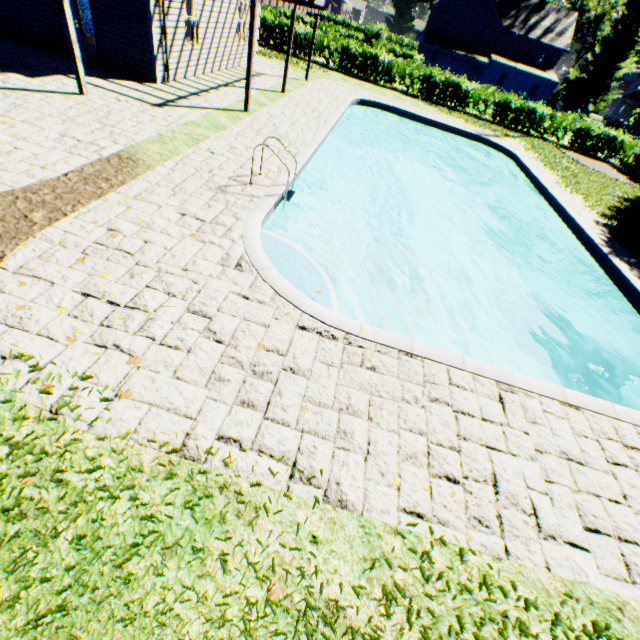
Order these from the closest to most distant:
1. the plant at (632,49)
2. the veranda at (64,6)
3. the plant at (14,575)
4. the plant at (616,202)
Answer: the plant at (14,575) → the veranda at (64,6) → the plant at (616,202) → the plant at (632,49)

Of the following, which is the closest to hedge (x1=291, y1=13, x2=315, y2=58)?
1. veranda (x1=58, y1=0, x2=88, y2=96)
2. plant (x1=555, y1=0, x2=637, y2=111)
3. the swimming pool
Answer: plant (x1=555, y1=0, x2=637, y2=111)

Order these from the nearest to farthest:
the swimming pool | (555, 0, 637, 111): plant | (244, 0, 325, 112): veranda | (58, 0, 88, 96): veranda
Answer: the swimming pool → (58, 0, 88, 96): veranda → (244, 0, 325, 112): veranda → (555, 0, 637, 111): plant

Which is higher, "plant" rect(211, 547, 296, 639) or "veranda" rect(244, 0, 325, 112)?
"veranda" rect(244, 0, 325, 112)

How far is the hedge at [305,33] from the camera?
23.6m

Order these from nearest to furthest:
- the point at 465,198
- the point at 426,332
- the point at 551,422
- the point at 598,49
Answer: the point at 551,422
the point at 426,332
the point at 465,198
the point at 598,49

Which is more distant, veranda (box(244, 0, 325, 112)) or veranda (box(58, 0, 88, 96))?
veranda (box(244, 0, 325, 112))

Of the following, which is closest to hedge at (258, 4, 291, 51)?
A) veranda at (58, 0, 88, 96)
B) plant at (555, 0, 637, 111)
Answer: plant at (555, 0, 637, 111)
